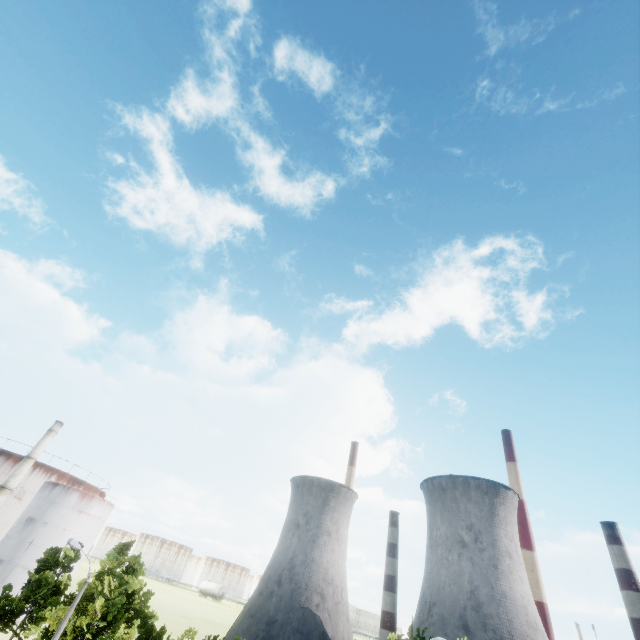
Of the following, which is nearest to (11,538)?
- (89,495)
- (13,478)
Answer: (13,478)

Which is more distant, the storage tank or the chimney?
the chimney

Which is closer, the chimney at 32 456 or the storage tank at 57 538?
the storage tank at 57 538
